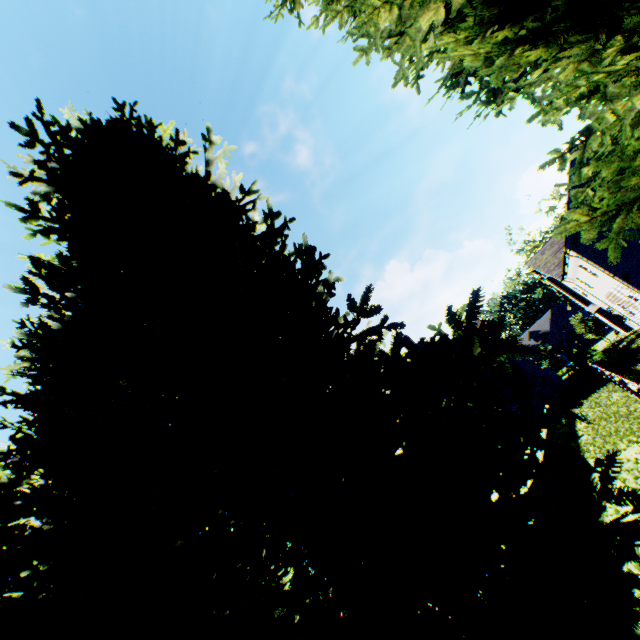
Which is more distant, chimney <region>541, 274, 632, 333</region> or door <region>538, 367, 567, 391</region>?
chimney <region>541, 274, 632, 333</region>

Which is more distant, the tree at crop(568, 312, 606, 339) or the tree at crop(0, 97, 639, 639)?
the tree at crop(568, 312, 606, 339)

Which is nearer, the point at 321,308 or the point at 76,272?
the point at 76,272

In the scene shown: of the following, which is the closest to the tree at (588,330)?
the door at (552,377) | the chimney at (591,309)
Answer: the chimney at (591,309)

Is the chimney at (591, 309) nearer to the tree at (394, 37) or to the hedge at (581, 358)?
the hedge at (581, 358)

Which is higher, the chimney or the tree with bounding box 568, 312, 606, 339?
the chimney

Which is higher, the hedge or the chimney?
the chimney
